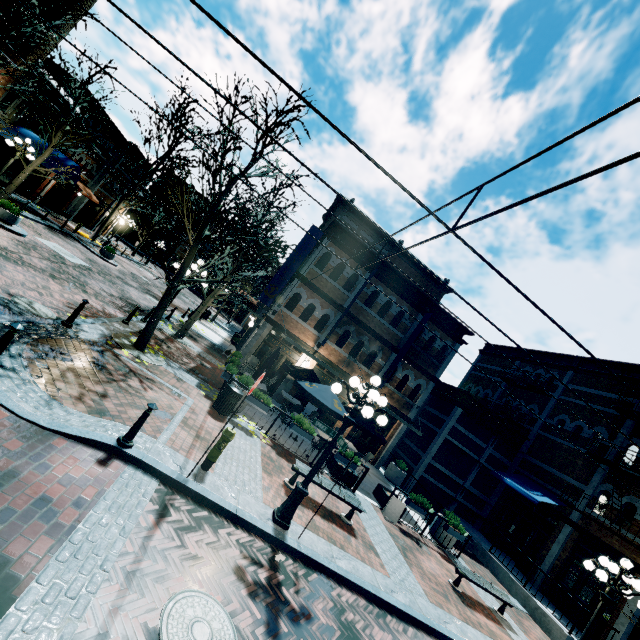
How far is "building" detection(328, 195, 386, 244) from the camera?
24.6m

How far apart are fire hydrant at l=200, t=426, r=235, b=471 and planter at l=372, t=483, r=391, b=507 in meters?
8.1

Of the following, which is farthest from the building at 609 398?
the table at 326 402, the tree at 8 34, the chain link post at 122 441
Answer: the chain link post at 122 441

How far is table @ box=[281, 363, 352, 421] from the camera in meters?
11.9

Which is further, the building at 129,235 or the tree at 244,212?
the building at 129,235

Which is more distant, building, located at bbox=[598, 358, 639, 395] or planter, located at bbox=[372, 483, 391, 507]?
building, located at bbox=[598, 358, 639, 395]

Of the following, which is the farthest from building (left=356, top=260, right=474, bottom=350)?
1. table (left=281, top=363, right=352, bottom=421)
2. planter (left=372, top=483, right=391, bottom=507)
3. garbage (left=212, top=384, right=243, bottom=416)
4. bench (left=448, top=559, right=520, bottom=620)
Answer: garbage (left=212, top=384, right=243, bottom=416)

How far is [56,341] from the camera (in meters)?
7.74
